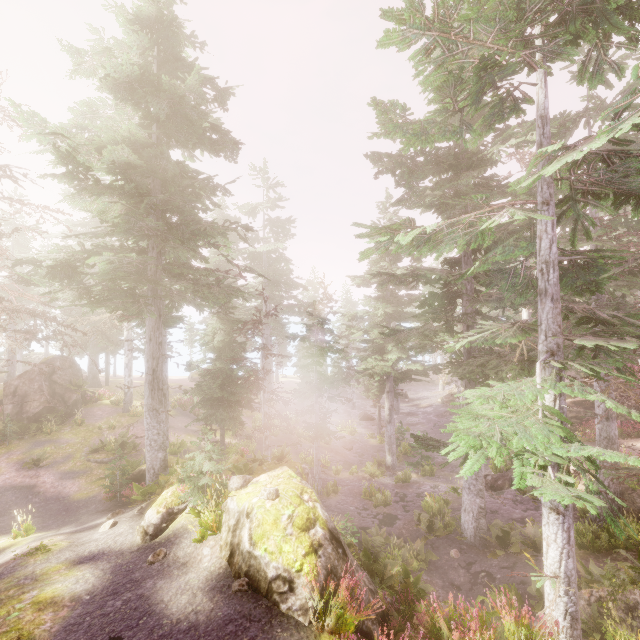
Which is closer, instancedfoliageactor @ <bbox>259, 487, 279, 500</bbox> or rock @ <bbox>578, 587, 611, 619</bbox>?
instancedfoliageactor @ <bbox>259, 487, 279, 500</bbox>

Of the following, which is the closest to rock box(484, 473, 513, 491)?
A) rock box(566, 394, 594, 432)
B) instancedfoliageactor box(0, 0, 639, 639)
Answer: instancedfoliageactor box(0, 0, 639, 639)

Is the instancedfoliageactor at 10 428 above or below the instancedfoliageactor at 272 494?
below

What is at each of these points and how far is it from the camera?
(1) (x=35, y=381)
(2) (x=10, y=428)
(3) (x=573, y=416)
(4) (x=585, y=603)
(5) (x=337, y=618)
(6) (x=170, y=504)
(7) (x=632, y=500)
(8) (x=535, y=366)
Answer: (1) rock, 22.80m
(2) instancedfoliageactor, 20.66m
(3) rock, 23.14m
(4) rock, 8.84m
(5) instancedfoliageactor, 5.73m
(6) rock, 9.88m
(7) rock, 14.01m
(8) instancedfoliageactor, 7.63m

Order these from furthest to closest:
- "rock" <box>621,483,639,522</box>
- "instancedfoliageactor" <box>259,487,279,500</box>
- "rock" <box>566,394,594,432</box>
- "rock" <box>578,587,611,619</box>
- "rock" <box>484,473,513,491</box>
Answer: "rock" <box>566,394,594,432</box> < "rock" <box>484,473,513,491</box> < "rock" <box>621,483,639,522</box> < "rock" <box>578,587,611,619</box> < "instancedfoliageactor" <box>259,487,279,500</box>

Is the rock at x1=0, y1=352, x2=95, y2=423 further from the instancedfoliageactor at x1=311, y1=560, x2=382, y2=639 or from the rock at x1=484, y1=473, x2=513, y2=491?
the rock at x1=484, y1=473, x2=513, y2=491

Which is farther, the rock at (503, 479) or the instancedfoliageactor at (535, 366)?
the rock at (503, 479)

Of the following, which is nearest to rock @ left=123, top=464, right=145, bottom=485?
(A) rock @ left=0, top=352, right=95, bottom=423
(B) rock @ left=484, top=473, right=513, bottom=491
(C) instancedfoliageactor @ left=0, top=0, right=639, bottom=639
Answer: (C) instancedfoliageactor @ left=0, top=0, right=639, bottom=639
